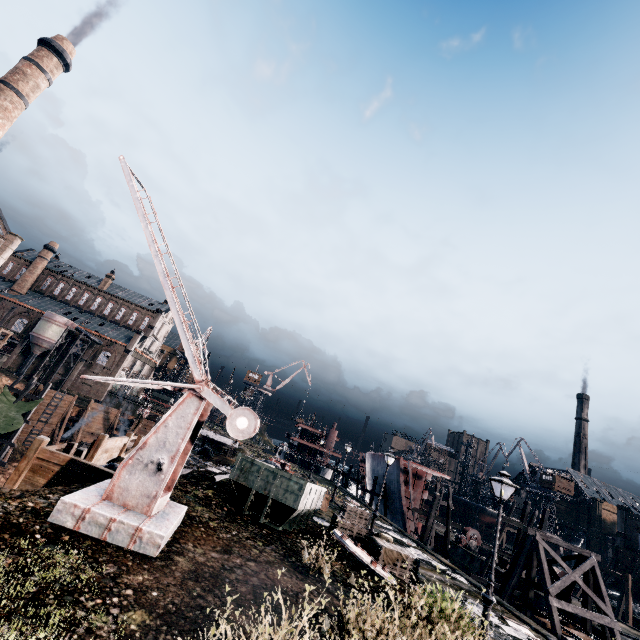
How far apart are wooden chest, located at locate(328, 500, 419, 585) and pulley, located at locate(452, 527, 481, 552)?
30.8 meters

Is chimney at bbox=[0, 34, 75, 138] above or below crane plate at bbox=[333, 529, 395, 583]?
above

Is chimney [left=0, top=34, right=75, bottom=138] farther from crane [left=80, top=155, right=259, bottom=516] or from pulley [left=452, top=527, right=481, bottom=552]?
pulley [left=452, top=527, right=481, bottom=552]

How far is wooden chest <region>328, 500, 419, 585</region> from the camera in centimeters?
1545cm

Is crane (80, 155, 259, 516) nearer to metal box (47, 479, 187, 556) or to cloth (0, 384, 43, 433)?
metal box (47, 479, 187, 556)

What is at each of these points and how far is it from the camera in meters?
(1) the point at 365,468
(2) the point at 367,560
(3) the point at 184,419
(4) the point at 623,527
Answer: (1) ship construction, 53.8
(2) crane plate, 13.8
(3) crane, 10.4
(4) building, 57.4

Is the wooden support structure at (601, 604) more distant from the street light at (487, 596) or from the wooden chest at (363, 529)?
the street light at (487, 596)

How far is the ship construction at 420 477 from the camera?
36.78m
